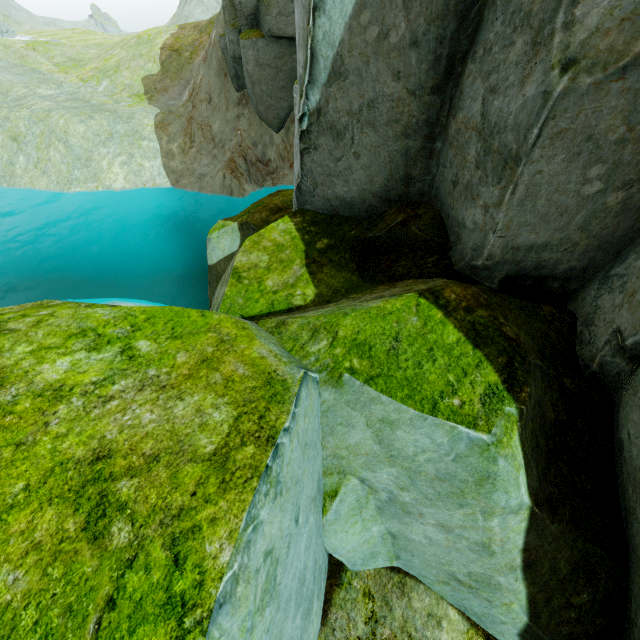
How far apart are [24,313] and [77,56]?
45.6 meters
